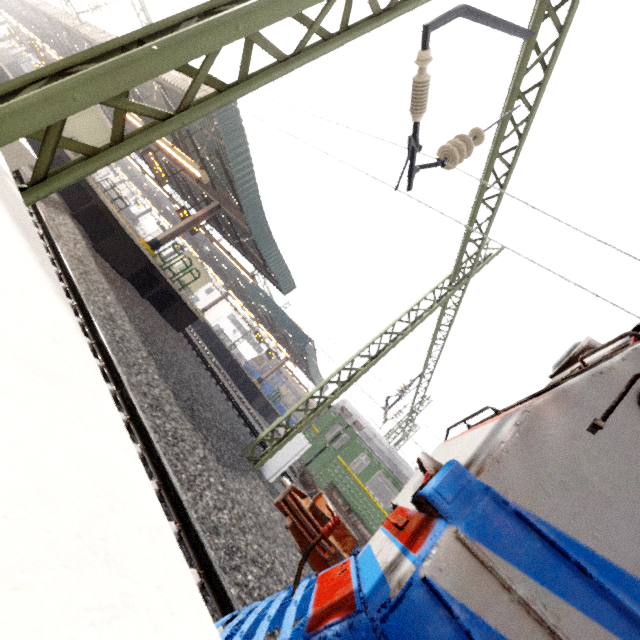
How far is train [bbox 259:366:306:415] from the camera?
28.2 meters

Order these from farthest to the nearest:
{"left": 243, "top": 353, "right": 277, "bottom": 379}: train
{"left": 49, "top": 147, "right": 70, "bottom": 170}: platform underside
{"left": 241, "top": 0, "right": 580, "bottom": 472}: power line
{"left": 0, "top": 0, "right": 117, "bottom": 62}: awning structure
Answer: {"left": 243, "top": 353, "right": 277, "bottom": 379}: train < {"left": 0, "top": 0, "right": 117, "bottom": 62}: awning structure < {"left": 49, "top": 147, "right": 70, "bottom": 170}: platform underside < {"left": 241, "top": 0, "right": 580, "bottom": 472}: power line

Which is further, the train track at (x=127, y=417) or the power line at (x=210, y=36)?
the train track at (x=127, y=417)

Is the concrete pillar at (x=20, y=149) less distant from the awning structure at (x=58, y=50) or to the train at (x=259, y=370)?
the awning structure at (x=58, y=50)

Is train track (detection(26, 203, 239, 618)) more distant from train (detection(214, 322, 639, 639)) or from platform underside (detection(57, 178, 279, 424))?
platform underside (detection(57, 178, 279, 424))

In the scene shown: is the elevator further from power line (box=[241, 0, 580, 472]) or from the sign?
power line (box=[241, 0, 580, 472])

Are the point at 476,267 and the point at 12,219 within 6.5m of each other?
no

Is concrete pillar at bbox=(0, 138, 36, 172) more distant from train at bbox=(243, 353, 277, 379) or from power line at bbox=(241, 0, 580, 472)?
train at bbox=(243, 353, 277, 379)
